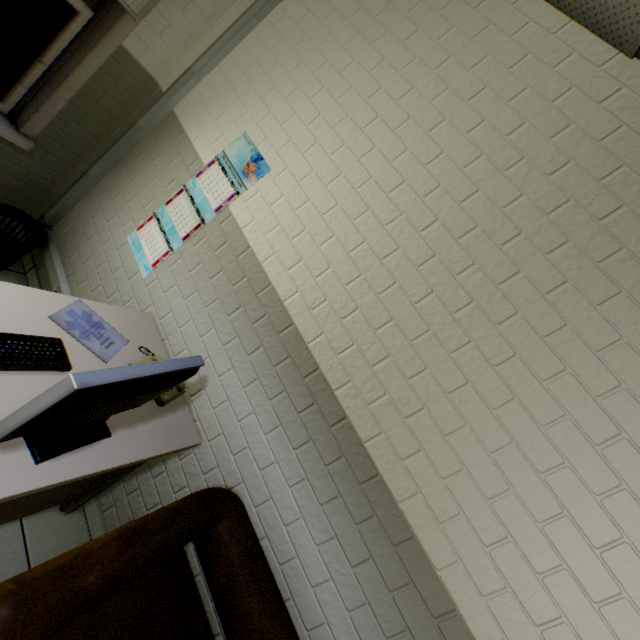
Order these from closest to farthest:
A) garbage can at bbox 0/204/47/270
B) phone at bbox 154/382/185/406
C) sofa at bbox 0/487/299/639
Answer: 1. sofa at bbox 0/487/299/639
2. phone at bbox 154/382/185/406
3. garbage can at bbox 0/204/47/270

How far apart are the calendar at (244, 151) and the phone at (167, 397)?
0.6 meters

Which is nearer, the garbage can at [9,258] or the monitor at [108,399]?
the monitor at [108,399]

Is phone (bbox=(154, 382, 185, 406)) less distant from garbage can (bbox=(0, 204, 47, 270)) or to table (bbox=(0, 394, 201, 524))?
table (bbox=(0, 394, 201, 524))

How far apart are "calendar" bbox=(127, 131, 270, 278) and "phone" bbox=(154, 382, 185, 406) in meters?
0.6 m

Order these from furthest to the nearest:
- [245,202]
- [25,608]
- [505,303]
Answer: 1. [245,202]
2. [505,303]
3. [25,608]

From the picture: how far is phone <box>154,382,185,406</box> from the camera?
1.5 meters

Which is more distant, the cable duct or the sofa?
the cable duct
